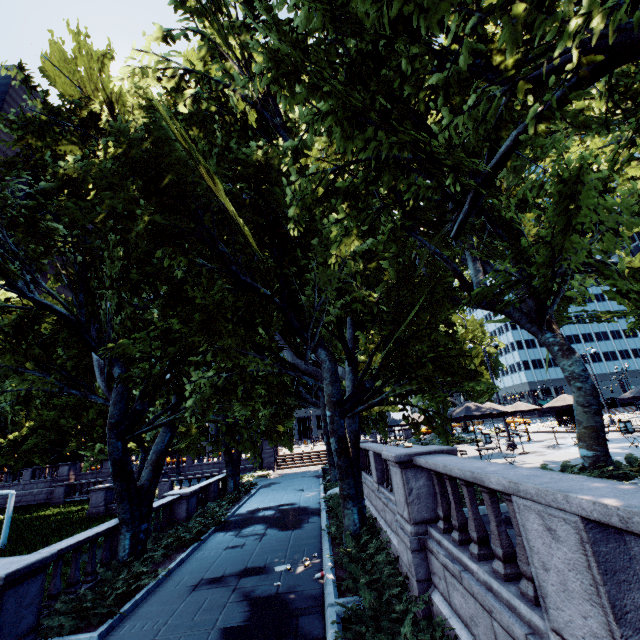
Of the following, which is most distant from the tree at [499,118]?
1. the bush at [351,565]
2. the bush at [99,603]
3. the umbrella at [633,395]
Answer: the umbrella at [633,395]

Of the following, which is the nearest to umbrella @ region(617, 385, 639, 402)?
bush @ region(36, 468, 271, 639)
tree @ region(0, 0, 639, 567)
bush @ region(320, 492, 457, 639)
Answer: tree @ region(0, 0, 639, 567)

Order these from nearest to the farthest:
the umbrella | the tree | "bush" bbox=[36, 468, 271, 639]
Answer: the tree → "bush" bbox=[36, 468, 271, 639] → the umbrella

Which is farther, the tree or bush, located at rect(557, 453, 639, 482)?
bush, located at rect(557, 453, 639, 482)

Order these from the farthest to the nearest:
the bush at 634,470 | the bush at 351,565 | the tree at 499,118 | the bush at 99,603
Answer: the bush at 634,470, the bush at 99,603, the tree at 499,118, the bush at 351,565

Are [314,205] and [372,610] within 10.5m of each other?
yes

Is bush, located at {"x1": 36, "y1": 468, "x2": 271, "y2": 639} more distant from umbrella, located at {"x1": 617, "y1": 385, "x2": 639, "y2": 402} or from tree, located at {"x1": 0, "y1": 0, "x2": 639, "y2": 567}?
umbrella, located at {"x1": 617, "y1": 385, "x2": 639, "y2": 402}

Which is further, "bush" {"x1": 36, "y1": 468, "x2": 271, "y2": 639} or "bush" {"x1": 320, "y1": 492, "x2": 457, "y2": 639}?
"bush" {"x1": 36, "y1": 468, "x2": 271, "y2": 639}
